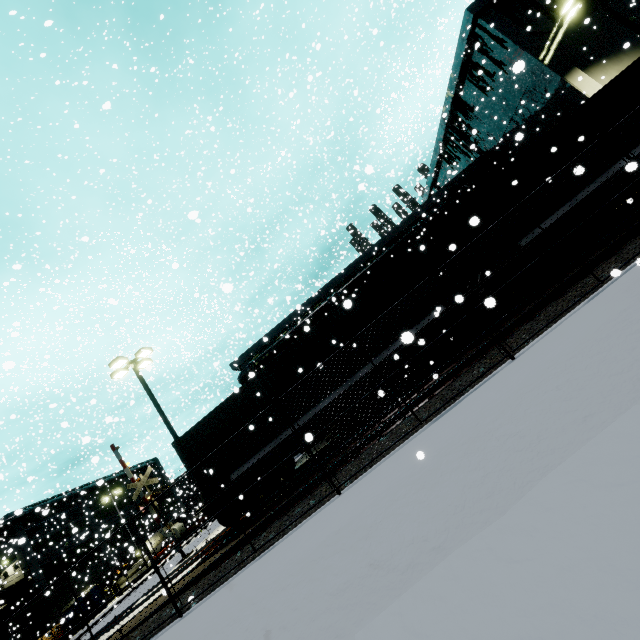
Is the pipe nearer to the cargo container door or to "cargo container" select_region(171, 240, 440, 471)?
"cargo container" select_region(171, 240, 440, 471)

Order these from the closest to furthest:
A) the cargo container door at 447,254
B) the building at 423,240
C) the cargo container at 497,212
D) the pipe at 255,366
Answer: the cargo container at 497,212, the cargo container door at 447,254, the building at 423,240, the pipe at 255,366

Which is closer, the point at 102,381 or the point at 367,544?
the point at 367,544

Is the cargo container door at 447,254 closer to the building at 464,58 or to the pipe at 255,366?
the building at 464,58

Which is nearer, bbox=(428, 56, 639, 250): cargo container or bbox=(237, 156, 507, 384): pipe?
bbox=(428, 56, 639, 250): cargo container

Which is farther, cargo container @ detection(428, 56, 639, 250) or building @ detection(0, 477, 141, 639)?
building @ detection(0, 477, 141, 639)

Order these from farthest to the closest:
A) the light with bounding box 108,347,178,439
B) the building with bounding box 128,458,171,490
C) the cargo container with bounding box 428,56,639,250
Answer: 1. the building with bounding box 128,458,171,490
2. the light with bounding box 108,347,178,439
3. the cargo container with bounding box 428,56,639,250

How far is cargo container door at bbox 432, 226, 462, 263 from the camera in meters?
11.9
